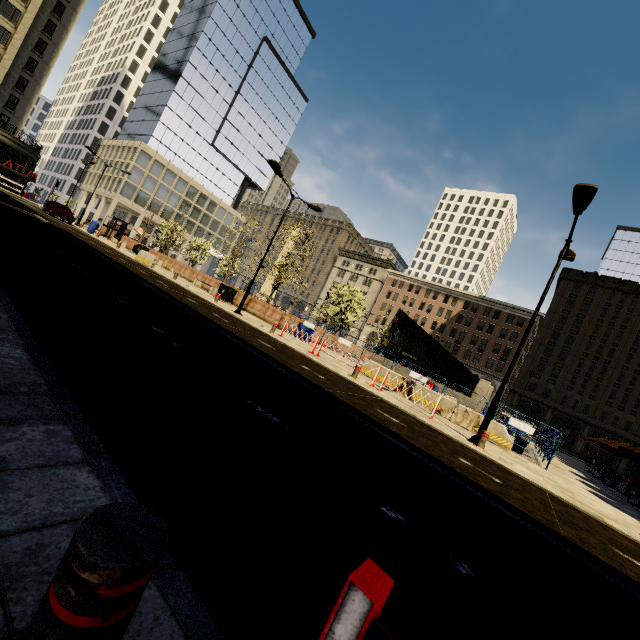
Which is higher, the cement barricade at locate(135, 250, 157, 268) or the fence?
the fence

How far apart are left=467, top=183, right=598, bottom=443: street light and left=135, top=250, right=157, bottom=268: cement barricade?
22.0m

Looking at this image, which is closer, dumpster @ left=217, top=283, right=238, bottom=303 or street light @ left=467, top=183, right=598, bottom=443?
street light @ left=467, top=183, right=598, bottom=443

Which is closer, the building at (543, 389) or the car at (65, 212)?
the car at (65, 212)

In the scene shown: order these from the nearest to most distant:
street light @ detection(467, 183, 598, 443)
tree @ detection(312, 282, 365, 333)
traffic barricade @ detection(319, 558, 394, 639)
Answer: traffic barricade @ detection(319, 558, 394, 639) < street light @ detection(467, 183, 598, 443) < tree @ detection(312, 282, 365, 333)

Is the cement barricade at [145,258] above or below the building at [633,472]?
below

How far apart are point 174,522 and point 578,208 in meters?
12.1

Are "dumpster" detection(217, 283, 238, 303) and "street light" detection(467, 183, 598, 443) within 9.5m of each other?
no
